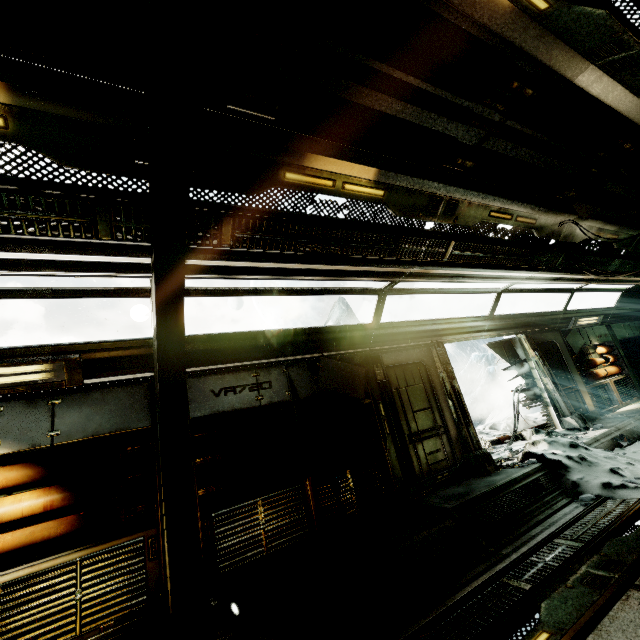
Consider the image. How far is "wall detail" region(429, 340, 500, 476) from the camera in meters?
6.1 m

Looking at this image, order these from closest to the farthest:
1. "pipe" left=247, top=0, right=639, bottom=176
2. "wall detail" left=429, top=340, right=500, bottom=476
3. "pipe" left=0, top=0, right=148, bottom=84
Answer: "pipe" left=0, top=0, right=148, bottom=84 → "pipe" left=247, top=0, right=639, bottom=176 → "wall detail" left=429, top=340, right=500, bottom=476

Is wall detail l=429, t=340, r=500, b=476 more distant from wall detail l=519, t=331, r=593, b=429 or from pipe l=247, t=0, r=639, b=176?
pipe l=247, t=0, r=639, b=176

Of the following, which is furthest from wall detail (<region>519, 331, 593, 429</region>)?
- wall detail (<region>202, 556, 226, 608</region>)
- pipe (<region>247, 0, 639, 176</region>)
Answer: wall detail (<region>202, 556, 226, 608</region>)

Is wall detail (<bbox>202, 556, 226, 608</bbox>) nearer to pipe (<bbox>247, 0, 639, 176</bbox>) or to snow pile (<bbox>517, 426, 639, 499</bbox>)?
pipe (<bbox>247, 0, 639, 176</bbox>)

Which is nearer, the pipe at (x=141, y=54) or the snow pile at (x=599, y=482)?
the pipe at (x=141, y=54)

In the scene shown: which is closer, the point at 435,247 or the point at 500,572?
the point at 500,572

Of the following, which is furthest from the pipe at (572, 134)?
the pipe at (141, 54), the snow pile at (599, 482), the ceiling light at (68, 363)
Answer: the snow pile at (599, 482)
